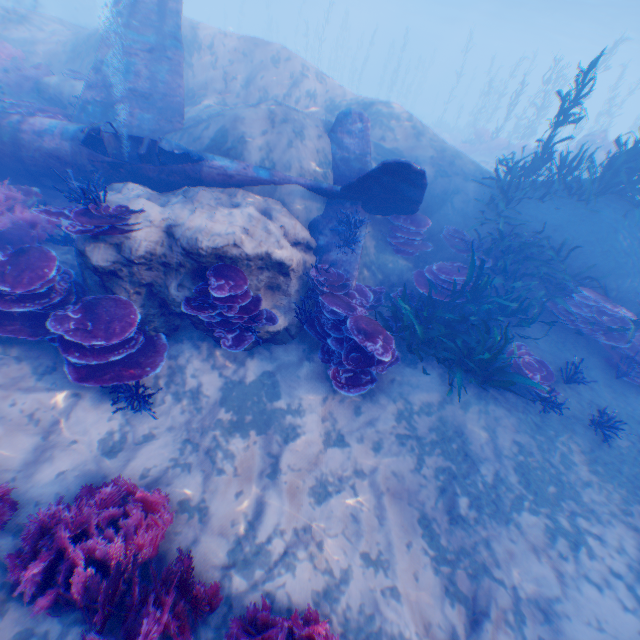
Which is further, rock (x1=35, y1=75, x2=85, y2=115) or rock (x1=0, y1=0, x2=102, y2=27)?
rock (x1=0, y1=0, x2=102, y2=27)

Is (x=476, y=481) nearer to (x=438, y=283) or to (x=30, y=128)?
(x=438, y=283)

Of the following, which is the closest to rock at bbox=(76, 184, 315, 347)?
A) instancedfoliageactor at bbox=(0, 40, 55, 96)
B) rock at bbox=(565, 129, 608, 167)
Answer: instancedfoliageactor at bbox=(0, 40, 55, 96)

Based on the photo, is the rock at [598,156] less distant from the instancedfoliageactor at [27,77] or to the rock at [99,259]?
the rock at [99,259]

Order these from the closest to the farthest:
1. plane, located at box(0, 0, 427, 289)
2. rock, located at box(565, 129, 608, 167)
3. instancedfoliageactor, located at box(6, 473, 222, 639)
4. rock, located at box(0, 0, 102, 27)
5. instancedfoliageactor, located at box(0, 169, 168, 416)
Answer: instancedfoliageactor, located at box(6, 473, 222, 639)
instancedfoliageactor, located at box(0, 169, 168, 416)
plane, located at box(0, 0, 427, 289)
rock, located at box(565, 129, 608, 167)
rock, located at box(0, 0, 102, 27)

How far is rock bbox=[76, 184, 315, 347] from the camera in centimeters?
525cm

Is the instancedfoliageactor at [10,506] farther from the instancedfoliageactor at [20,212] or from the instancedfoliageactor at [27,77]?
the instancedfoliageactor at [27,77]
